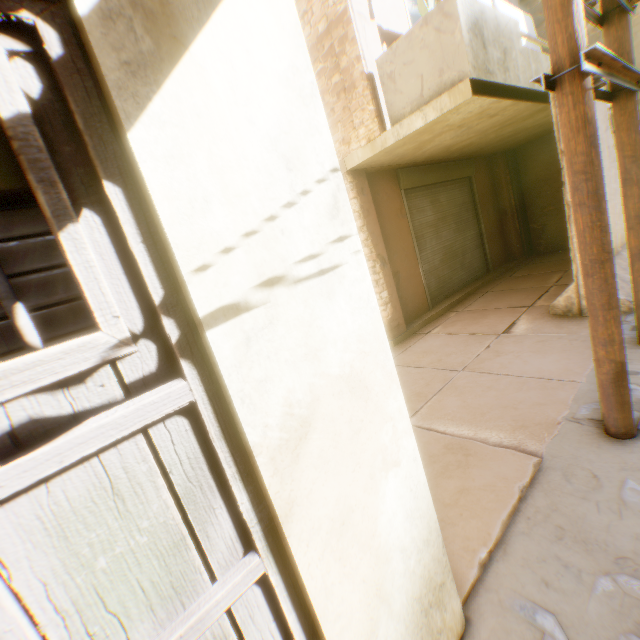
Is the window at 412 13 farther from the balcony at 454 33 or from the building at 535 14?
the balcony at 454 33

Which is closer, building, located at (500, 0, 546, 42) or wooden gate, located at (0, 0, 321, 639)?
wooden gate, located at (0, 0, 321, 639)

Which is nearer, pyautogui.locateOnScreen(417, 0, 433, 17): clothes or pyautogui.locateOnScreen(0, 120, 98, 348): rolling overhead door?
pyautogui.locateOnScreen(0, 120, 98, 348): rolling overhead door

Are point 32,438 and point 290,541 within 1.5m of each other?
yes

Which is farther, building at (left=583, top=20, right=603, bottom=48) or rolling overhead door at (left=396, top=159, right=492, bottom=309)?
building at (left=583, top=20, right=603, bottom=48)

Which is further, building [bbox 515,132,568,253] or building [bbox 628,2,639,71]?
building [bbox 515,132,568,253]

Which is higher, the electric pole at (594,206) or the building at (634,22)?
the building at (634,22)
